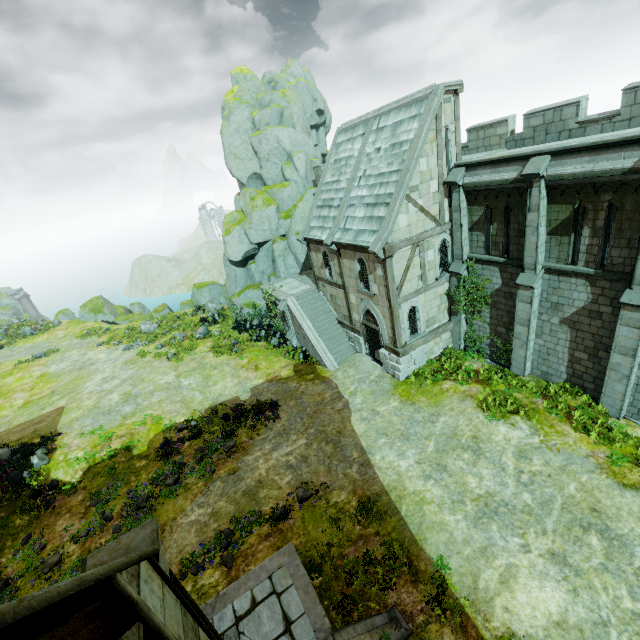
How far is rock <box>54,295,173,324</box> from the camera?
35.6m

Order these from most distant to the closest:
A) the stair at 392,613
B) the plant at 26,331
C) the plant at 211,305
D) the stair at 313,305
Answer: the plant at 26,331
the plant at 211,305
the stair at 313,305
the stair at 392,613

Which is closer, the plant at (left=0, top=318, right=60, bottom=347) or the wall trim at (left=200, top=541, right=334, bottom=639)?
the wall trim at (left=200, top=541, right=334, bottom=639)

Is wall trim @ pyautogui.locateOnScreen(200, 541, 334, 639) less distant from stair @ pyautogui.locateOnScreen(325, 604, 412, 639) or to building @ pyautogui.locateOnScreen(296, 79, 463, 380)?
stair @ pyautogui.locateOnScreen(325, 604, 412, 639)

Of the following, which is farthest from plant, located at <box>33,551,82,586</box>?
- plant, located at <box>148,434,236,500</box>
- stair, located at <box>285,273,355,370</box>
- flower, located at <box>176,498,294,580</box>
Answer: stair, located at <box>285,273,355,370</box>

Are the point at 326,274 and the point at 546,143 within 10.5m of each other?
no

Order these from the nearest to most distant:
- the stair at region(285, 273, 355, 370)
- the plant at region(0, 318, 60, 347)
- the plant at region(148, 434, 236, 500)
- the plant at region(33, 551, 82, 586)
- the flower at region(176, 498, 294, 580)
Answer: the flower at region(176, 498, 294, 580) → the plant at region(33, 551, 82, 586) → the plant at region(148, 434, 236, 500) → the stair at region(285, 273, 355, 370) → the plant at region(0, 318, 60, 347)

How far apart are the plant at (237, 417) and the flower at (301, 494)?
5.62m
